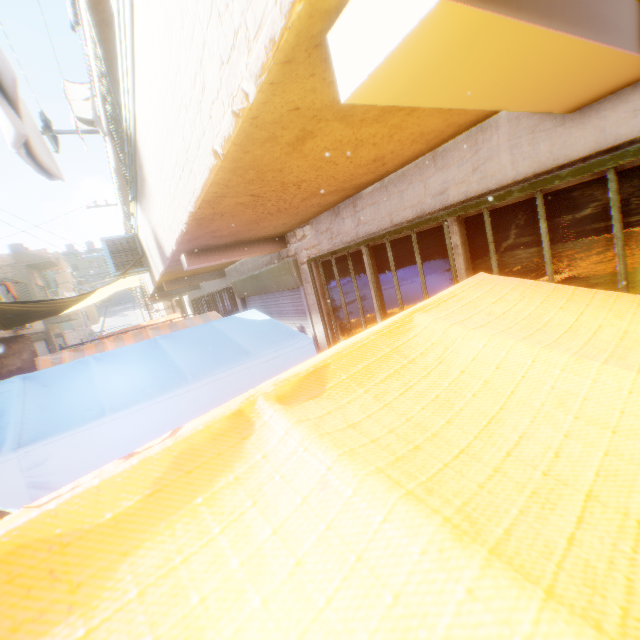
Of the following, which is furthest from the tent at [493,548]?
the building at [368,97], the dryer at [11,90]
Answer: the dryer at [11,90]

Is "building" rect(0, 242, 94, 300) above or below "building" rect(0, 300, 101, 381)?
above

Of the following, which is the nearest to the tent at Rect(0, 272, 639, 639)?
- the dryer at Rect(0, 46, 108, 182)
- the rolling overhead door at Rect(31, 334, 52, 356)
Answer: the dryer at Rect(0, 46, 108, 182)

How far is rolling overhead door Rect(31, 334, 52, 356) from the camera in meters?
21.2 m

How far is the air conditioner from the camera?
6.8 meters

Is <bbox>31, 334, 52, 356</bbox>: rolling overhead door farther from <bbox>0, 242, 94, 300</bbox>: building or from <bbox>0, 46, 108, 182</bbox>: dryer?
<bbox>0, 46, 108, 182</bbox>: dryer

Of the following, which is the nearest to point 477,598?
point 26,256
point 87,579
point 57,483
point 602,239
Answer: point 87,579

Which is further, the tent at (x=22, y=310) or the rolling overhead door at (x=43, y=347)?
the rolling overhead door at (x=43, y=347)
